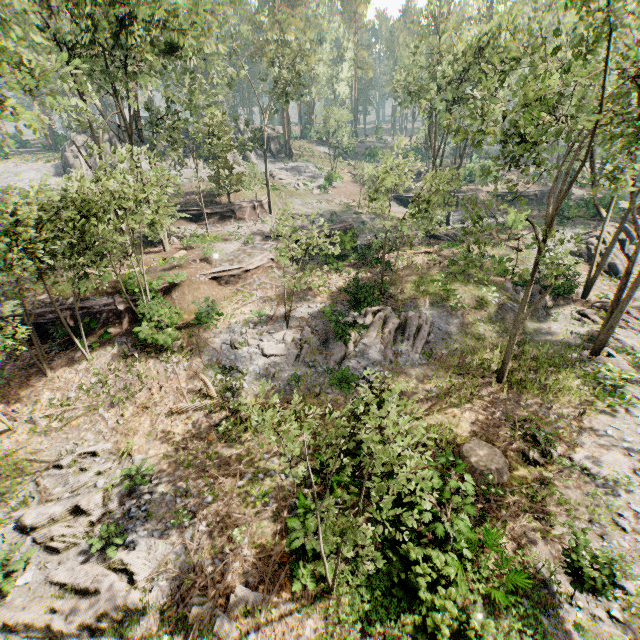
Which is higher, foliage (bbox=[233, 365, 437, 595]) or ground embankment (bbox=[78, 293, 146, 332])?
foliage (bbox=[233, 365, 437, 595])

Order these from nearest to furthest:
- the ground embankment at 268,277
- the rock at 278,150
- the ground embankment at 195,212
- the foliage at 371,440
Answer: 1. the foliage at 371,440
2. the ground embankment at 268,277
3. the ground embankment at 195,212
4. the rock at 278,150

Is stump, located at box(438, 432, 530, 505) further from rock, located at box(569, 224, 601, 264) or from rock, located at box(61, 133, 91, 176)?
rock, located at box(61, 133, 91, 176)

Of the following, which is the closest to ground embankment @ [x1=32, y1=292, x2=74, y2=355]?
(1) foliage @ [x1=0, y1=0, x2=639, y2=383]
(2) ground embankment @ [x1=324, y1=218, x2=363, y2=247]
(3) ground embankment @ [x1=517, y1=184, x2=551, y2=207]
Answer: (1) foliage @ [x1=0, y1=0, x2=639, y2=383]

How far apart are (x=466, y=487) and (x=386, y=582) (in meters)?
3.53

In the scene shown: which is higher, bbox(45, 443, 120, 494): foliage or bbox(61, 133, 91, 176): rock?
bbox(61, 133, 91, 176): rock

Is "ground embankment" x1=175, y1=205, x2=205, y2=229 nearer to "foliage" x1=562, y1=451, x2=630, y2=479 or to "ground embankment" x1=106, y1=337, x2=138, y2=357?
"foliage" x1=562, y1=451, x2=630, y2=479

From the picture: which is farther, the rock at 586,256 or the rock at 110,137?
the rock at 110,137
